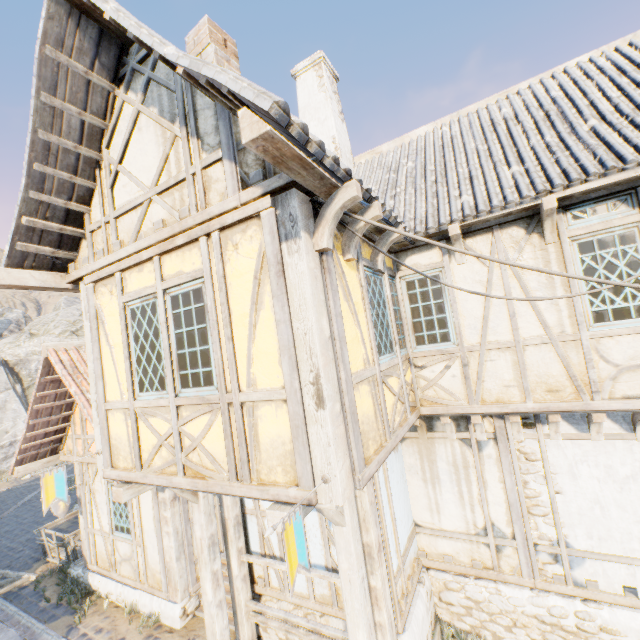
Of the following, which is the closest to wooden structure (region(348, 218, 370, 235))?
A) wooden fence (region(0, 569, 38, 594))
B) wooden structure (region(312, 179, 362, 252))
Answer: wooden structure (region(312, 179, 362, 252))

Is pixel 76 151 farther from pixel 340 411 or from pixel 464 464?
pixel 464 464

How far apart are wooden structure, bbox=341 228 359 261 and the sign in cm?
982

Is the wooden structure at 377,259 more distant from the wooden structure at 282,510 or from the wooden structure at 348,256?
the wooden structure at 282,510

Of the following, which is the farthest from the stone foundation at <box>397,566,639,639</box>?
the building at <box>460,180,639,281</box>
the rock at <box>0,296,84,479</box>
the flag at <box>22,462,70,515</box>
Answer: the rock at <box>0,296,84,479</box>

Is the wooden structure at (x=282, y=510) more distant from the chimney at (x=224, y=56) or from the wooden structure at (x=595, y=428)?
the chimney at (x=224, y=56)

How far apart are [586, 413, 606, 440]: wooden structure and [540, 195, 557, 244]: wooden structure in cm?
250

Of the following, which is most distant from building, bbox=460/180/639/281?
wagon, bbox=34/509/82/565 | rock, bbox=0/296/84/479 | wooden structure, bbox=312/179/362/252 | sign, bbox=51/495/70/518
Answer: rock, bbox=0/296/84/479
